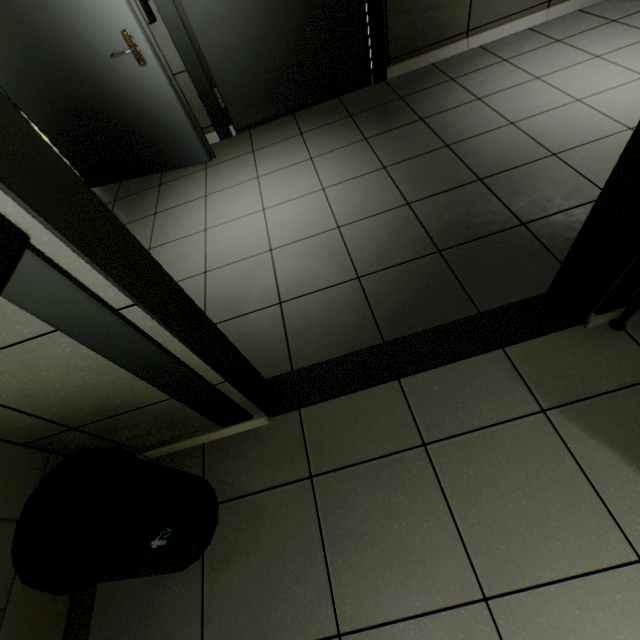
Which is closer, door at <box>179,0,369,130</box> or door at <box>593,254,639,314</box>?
door at <box>593,254,639,314</box>

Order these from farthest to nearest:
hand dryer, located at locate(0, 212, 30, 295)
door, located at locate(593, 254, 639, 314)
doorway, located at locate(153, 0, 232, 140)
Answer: doorway, located at locate(153, 0, 232, 140), door, located at locate(593, 254, 639, 314), hand dryer, located at locate(0, 212, 30, 295)

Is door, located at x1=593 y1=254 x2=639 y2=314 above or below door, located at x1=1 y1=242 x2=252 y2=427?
below

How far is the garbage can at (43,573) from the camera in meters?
0.9 m

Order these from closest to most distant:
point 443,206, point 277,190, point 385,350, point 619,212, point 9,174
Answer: point 9,174
point 619,212
point 385,350
point 443,206
point 277,190

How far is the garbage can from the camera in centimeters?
88cm

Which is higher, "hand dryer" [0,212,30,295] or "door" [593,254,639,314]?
"hand dryer" [0,212,30,295]

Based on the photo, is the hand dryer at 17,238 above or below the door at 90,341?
above
